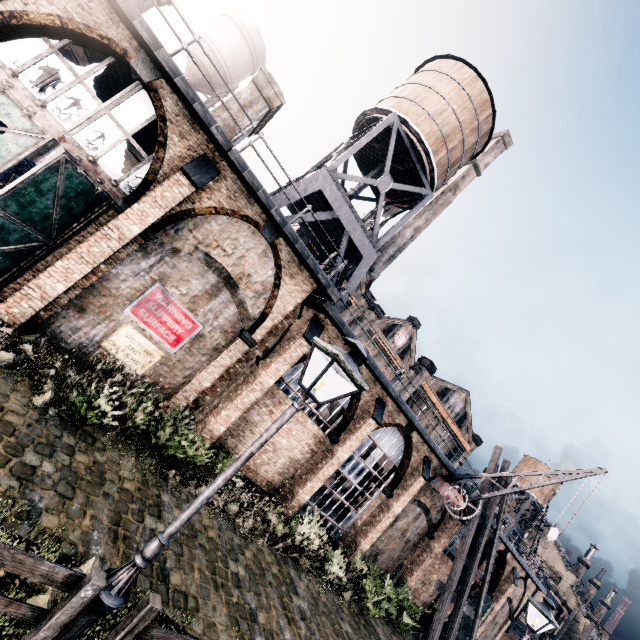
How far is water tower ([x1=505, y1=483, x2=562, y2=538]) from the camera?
56.9 meters

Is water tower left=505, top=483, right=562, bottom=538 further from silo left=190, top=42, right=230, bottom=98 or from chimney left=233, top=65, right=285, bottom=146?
silo left=190, top=42, right=230, bottom=98

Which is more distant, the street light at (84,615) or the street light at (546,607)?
the street light at (546,607)

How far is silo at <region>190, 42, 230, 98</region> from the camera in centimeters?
2998cm

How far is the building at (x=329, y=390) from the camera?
16.1m

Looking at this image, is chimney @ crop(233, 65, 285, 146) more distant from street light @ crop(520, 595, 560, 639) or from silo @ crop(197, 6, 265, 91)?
street light @ crop(520, 595, 560, 639)

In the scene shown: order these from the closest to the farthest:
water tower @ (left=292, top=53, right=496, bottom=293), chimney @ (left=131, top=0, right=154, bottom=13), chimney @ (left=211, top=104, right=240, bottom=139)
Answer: chimney @ (left=211, top=104, right=240, bottom=139), chimney @ (left=131, top=0, right=154, bottom=13), water tower @ (left=292, top=53, right=496, bottom=293)

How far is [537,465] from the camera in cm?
5997
